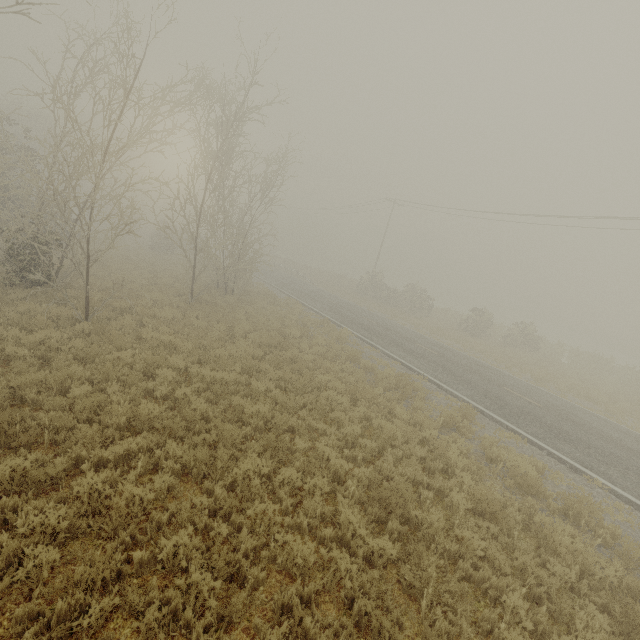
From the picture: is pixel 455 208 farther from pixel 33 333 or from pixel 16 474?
pixel 16 474
